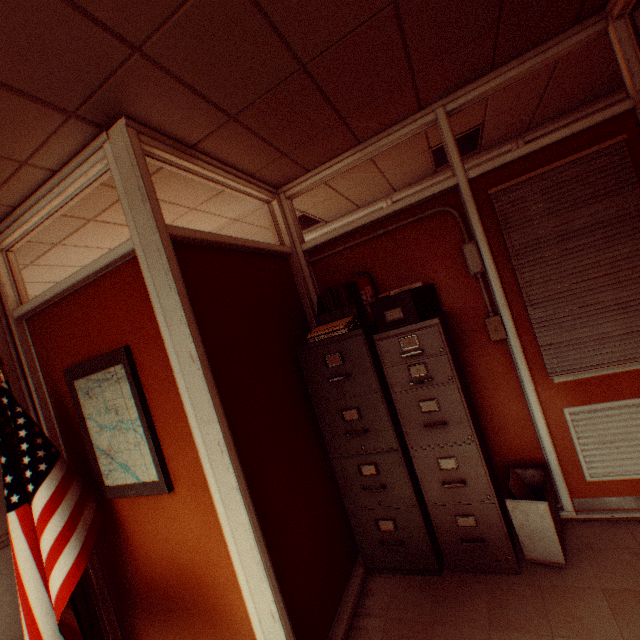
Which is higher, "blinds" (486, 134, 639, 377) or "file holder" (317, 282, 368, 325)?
"file holder" (317, 282, 368, 325)

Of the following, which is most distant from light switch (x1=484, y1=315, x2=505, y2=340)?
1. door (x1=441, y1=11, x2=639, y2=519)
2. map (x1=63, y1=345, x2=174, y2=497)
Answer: map (x1=63, y1=345, x2=174, y2=497)

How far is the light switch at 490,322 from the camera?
2.6 meters

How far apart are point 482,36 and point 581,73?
1.60m

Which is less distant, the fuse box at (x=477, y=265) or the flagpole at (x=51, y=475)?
the flagpole at (x=51, y=475)

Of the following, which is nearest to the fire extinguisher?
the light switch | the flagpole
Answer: the light switch

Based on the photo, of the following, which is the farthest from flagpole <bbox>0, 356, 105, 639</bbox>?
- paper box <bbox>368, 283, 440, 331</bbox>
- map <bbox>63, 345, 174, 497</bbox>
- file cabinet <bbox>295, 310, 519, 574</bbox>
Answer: paper box <bbox>368, 283, 440, 331</bbox>

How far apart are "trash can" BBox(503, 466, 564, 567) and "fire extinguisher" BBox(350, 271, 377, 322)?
1.6m
